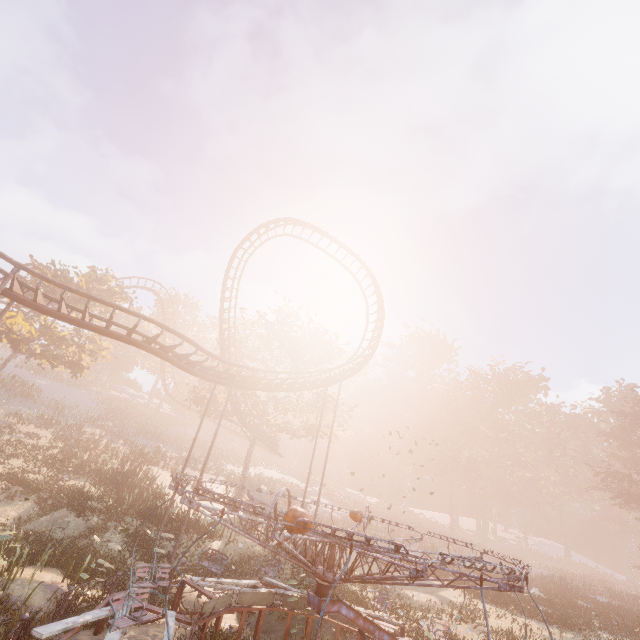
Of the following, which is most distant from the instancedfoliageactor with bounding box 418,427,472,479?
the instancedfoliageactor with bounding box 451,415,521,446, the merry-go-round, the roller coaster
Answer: the roller coaster

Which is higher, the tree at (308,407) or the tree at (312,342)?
the tree at (312,342)

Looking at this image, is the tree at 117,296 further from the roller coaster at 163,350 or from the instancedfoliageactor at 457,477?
the instancedfoliageactor at 457,477

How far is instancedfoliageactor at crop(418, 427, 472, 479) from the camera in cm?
5562

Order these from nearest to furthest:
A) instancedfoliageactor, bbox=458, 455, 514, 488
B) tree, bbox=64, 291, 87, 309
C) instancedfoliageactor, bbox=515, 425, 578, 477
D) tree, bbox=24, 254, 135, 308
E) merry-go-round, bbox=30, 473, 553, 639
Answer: merry-go-round, bbox=30, 473, 553, 639 → tree, bbox=24, 254, 135, 308 → tree, bbox=64, 291, 87, 309 → instancedfoliageactor, bbox=458, 455, 514, 488 → instancedfoliageactor, bbox=515, 425, 578, 477

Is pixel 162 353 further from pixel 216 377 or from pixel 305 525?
pixel 305 525

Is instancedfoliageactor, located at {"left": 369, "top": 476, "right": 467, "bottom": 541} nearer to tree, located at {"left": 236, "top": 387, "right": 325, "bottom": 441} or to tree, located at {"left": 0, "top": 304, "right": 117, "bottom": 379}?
tree, located at {"left": 236, "top": 387, "right": 325, "bottom": 441}

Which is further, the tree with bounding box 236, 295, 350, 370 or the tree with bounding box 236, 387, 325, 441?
the tree with bounding box 236, 295, 350, 370
